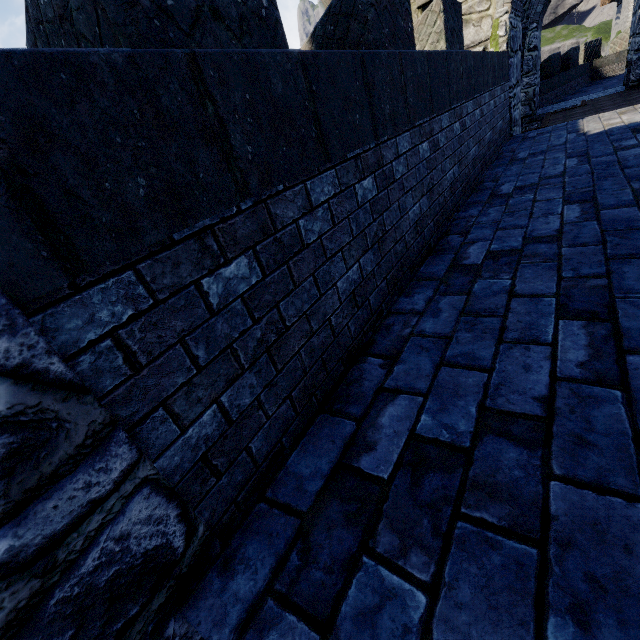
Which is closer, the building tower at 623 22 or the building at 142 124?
the building at 142 124

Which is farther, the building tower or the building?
the building tower

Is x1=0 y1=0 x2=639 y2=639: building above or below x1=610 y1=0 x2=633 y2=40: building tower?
below

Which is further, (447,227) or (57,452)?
(447,227)

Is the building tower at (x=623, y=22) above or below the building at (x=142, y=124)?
above
